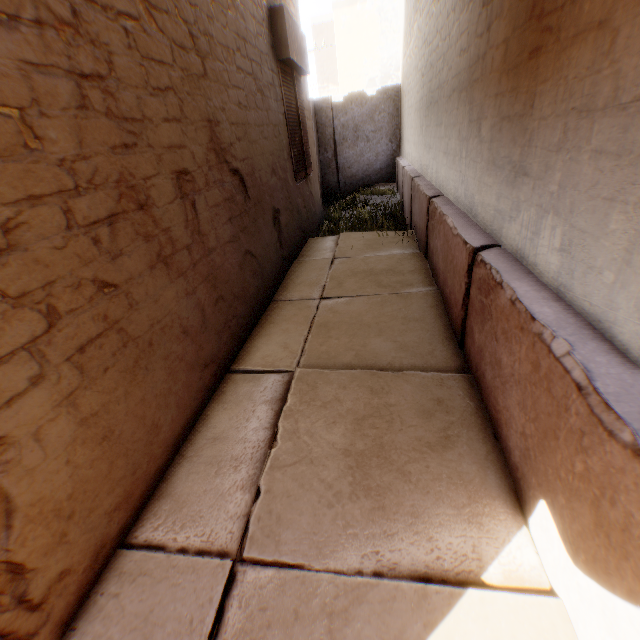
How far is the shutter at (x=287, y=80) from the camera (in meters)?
4.73

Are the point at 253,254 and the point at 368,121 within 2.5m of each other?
no

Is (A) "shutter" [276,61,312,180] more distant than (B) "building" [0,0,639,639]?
Yes

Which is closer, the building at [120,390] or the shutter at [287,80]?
the building at [120,390]

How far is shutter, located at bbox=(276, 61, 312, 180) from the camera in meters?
4.7 m
